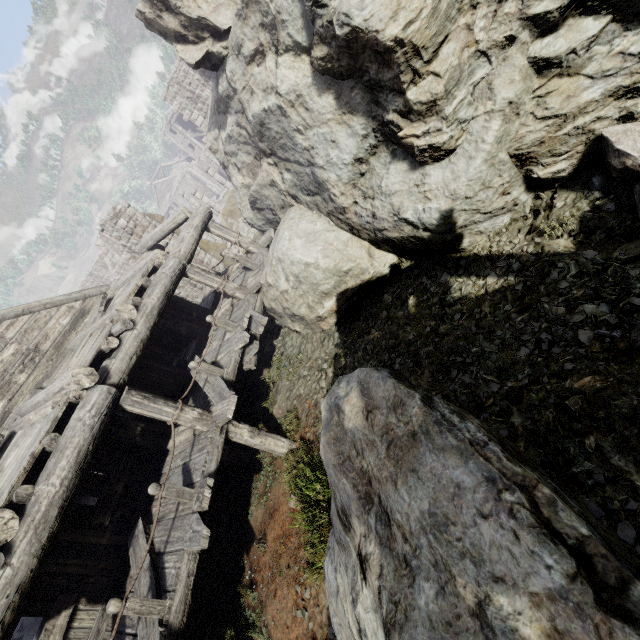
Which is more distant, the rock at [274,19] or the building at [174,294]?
the building at [174,294]

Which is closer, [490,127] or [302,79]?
[490,127]

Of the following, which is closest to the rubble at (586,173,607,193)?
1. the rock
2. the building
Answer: the rock

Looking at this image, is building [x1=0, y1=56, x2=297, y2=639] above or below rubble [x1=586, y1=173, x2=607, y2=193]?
above

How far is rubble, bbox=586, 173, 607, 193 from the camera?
4.6 meters

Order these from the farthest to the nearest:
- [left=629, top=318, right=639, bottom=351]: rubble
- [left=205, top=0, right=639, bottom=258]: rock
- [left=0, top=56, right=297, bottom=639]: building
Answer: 1. [left=0, top=56, right=297, bottom=639]: building
2. [left=205, top=0, right=639, bottom=258]: rock
3. [left=629, top=318, right=639, bottom=351]: rubble

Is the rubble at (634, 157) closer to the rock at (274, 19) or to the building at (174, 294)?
the rock at (274, 19)
